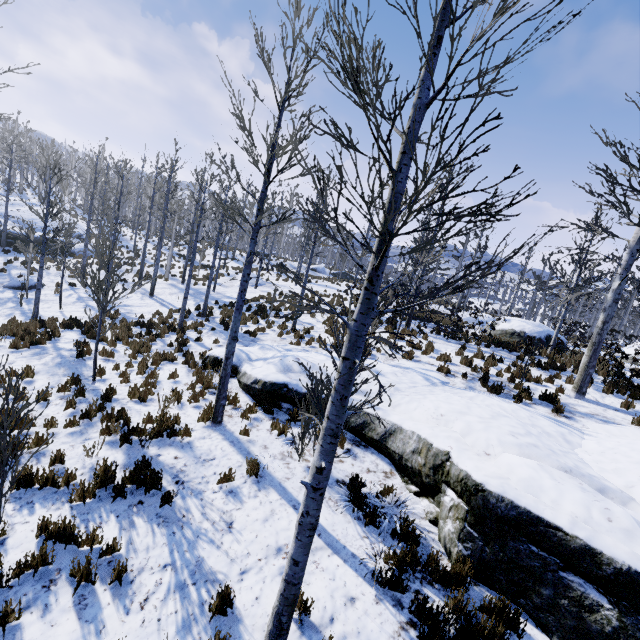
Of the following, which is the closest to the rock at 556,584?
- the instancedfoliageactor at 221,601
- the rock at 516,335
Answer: the instancedfoliageactor at 221,601

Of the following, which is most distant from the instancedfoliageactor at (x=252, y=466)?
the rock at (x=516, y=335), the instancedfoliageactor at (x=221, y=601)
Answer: the instancedfoliageactor at (x=221, y=601)

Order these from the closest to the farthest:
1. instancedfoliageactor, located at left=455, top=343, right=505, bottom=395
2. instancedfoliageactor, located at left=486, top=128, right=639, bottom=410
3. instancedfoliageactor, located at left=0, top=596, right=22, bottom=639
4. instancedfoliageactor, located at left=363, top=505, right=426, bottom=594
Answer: instancedfoliageactor, located at left=0, top=596, right=22, bottom=639
instancedfoliageactor, located at left=363, top=505, right=426, bottom=594
instancedfoliageactor, located at left=486, top=128, right=639, bottom=410
instancedfoliageactor, located at left=455, top=343, right=505, bottom=395

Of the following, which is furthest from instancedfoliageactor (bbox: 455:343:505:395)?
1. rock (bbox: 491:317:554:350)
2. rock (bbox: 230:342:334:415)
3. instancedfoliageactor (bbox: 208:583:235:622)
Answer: instancedfoliageactor (bbox: 208:583:235:622)

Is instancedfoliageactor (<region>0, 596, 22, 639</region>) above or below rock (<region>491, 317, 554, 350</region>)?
below

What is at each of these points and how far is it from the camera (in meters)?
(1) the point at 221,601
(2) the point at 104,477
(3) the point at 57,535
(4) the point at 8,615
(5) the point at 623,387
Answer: (1) instancedfoliageactor, 4.03
(2) instancedfoliageactor, 5.40
(3) instancedfoliageactor, 4.43
(4) instancedfoliageactor, 3.54
(5) instancedfoliageactor, 10.75

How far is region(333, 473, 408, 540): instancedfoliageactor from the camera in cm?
549
